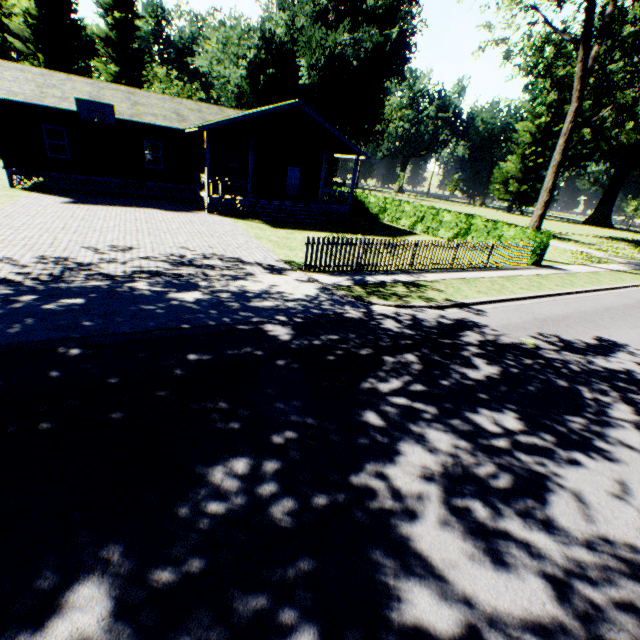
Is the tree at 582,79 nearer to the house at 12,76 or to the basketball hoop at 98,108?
the house at 12,76

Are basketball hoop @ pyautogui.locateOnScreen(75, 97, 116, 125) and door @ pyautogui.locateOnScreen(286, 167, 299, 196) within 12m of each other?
yes

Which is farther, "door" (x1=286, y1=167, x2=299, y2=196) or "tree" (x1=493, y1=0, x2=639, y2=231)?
"door" (x1=286, y1=167, x2=299, y2=196)

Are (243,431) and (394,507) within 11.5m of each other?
yes

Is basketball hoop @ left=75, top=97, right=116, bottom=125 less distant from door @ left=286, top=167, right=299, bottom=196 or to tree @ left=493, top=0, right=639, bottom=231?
door @ left=286, top=167, right=299, bottom=196

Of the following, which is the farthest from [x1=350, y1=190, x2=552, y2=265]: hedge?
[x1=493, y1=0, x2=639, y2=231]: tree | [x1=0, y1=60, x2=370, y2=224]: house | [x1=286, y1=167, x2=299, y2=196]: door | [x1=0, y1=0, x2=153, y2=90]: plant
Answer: [x1=0, y1=0, x2=153, y2=90]: plant

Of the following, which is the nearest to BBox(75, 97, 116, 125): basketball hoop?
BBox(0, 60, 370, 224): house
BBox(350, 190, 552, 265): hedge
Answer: BBox(0, 60, 370, 224): house

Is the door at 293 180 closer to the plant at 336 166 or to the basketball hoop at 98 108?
the basketball hoop at 98 108
